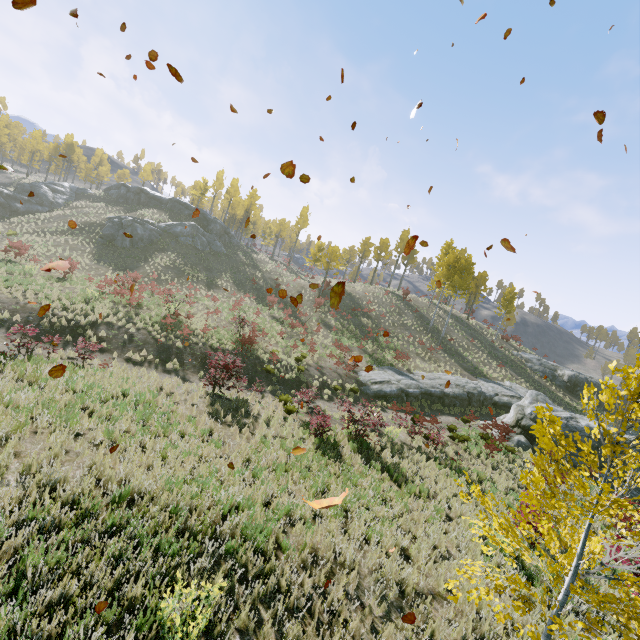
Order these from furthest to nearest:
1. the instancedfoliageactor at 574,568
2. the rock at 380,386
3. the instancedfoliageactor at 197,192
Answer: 1. the instancedfoliageactor at 197,192
2. the rock at 380,386
3. the instancedfoliageactor at 574,568

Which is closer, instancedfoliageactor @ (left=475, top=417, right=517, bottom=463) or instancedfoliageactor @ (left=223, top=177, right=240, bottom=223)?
instancedfoliageactor @ (left=475, top=417, right=517, bottom=463)

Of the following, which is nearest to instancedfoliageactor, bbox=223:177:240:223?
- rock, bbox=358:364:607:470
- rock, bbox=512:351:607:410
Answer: rock, bbox=358:364:607:470

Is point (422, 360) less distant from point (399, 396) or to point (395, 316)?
point (395, 316)

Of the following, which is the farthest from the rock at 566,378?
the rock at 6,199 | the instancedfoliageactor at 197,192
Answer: the rock at 6,199

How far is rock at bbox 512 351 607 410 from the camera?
35.31m

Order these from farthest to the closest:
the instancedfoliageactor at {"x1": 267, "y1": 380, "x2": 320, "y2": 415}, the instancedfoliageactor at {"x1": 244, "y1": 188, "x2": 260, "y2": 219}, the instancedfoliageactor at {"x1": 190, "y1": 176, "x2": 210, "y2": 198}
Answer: the instancedfoliageactor at {"x1": 190, "y1": 176, "x2": 210, "y2": 198} < the instancedfoliageactor at {"x1": 244, "y1": 188, "x2": 260, "y2": 219} < the instancedfoliageactor at {"x1": 267, "y1": 380, "x2": 320, "y2": 415}
